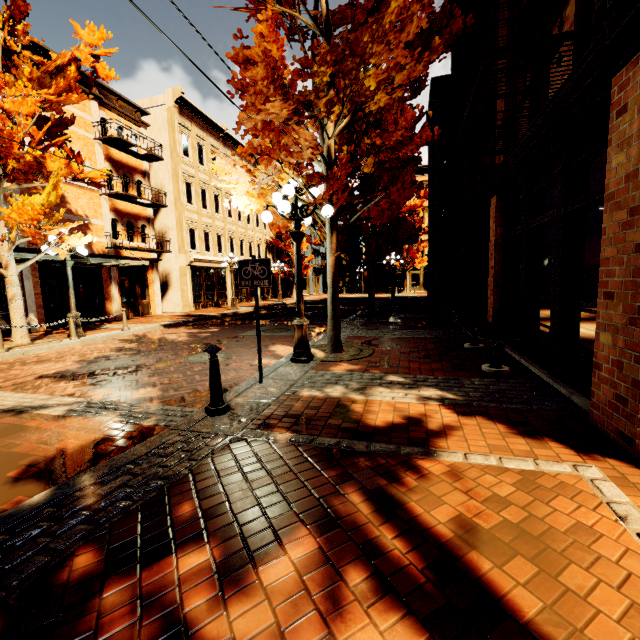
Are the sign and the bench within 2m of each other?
no

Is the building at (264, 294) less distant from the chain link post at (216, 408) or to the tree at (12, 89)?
the tree at (12, 89)

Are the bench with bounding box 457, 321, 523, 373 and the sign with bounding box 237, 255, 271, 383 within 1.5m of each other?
no

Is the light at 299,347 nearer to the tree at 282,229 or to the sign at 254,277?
the tree at 282,229

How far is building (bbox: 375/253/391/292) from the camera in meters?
41.1

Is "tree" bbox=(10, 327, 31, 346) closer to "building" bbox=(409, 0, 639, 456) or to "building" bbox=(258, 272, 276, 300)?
"building" bbox=(409, 0, 639, 456)

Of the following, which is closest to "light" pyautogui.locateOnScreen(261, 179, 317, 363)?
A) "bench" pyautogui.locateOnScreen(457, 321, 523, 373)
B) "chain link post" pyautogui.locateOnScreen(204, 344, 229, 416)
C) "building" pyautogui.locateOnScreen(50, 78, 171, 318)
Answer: "chain link post" pyautogui.locateOnScreen(204, 344, 229, 416)

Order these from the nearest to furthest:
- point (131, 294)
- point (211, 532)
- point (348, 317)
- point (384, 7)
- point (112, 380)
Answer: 1. point (211, 532)
2. point (384, 7)
3. point (112, 380)
4. point (348, 317)
5. point (131, 294)
